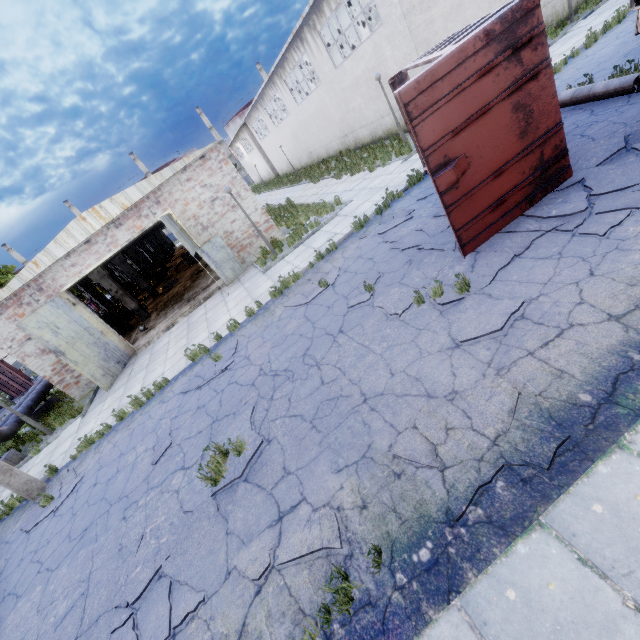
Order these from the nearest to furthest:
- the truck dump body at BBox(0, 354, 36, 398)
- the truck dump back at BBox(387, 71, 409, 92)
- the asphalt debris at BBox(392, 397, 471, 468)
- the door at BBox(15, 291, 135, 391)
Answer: the asphalt debris at BBox(392, 397, 471, 468) < the truck dump back at BBox(387, 71, 409, 92) < the door at BBox(15, 291, 135, 391) < the truck dump body at BBox(0, 354, 36, 398)

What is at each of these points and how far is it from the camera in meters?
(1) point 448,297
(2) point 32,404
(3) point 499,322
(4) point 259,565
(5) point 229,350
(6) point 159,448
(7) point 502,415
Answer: (1) asphalt debris, 5.6
(2) pipe, 15.2
(3) asphalt debris, 4.5
(4) asphalt debris, 3.9
(5) asphalt debris, 9.2
(6) asphalt debris, 7.3
(7) asphalt debris, 3.6

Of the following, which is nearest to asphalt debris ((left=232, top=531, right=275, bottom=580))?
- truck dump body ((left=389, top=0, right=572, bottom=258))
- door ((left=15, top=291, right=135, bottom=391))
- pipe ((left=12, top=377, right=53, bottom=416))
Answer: truck dump body ((left=389, top=0, right=572, bottom=258))

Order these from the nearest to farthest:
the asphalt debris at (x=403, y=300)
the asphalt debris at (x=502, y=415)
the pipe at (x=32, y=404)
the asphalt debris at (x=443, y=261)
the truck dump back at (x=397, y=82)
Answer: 1. the asphalt debris at (x=502, y=415)
2. the asphalt debris at (x=443, y=261)
3. the asphalt debris at (x=403, y=300)
4. the truck dump back at (x=397, y=82)
5. the pipe at (x=32, y=404)

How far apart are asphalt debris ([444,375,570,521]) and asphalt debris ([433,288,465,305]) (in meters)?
1.76

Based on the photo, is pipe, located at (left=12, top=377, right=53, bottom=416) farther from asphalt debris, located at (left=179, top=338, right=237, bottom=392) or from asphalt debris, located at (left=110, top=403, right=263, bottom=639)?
asphalt debris, located at (left=179, top=338, right=237, bottom=392)

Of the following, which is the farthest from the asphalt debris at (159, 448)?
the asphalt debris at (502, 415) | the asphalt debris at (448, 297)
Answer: the asphalt debris at (448, 297)

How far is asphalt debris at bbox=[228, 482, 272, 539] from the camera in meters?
4.4 m
